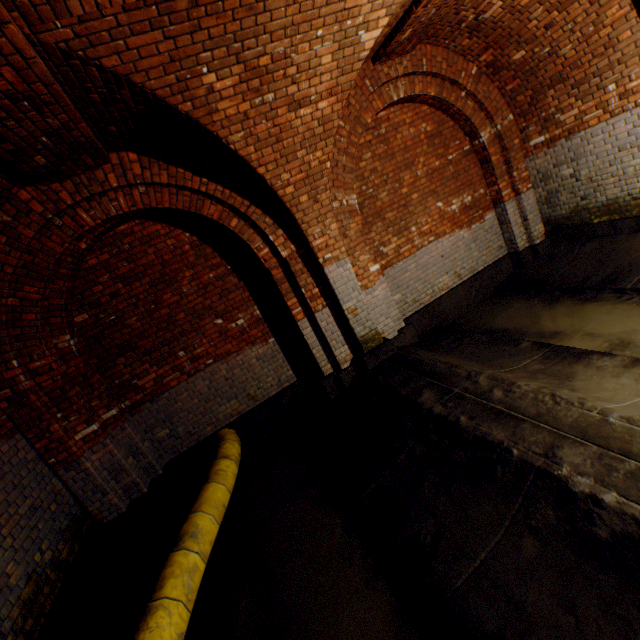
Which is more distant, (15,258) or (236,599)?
(15,258)

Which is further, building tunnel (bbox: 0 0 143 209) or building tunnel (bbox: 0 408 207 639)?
building tunnel (bbox: 0 408 207 639)

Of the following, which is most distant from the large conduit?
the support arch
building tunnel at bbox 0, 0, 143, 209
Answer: the support arch

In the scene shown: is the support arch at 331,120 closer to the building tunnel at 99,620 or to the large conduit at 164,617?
the building tunnel at 99,620

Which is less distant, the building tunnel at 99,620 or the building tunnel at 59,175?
the building tunnel at 59,175

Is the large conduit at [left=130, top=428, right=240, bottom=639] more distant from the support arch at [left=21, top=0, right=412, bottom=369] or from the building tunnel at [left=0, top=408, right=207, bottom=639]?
the support arch at [left=21, top=0, right=412, bottom=369]
